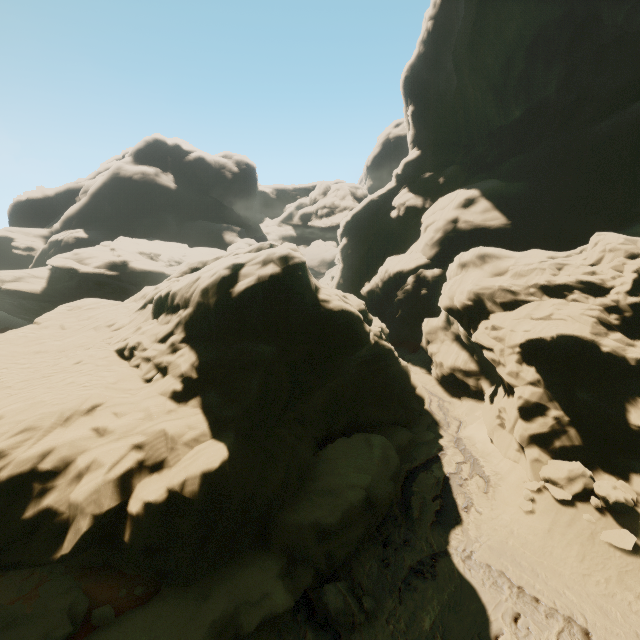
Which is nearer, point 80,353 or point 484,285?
point 80,353

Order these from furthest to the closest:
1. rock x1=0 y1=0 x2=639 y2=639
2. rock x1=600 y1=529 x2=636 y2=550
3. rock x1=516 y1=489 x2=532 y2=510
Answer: rock x1=516 y1=489 x2=532 y2=510, rock x1=600 y1=529 x2=636 y2=550, rock x1=0 y1=0 x2=639 y2=639

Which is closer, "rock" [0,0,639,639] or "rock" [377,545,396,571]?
"rock" [0,0,639,639]

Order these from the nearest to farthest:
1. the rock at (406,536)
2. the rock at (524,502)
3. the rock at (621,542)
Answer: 1. the rock at (621,542)
2. the rock at (406,536)
3. the rock at (524,502)

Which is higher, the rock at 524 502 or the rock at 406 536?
the rock at 524 502

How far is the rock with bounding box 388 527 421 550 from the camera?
12.1m
